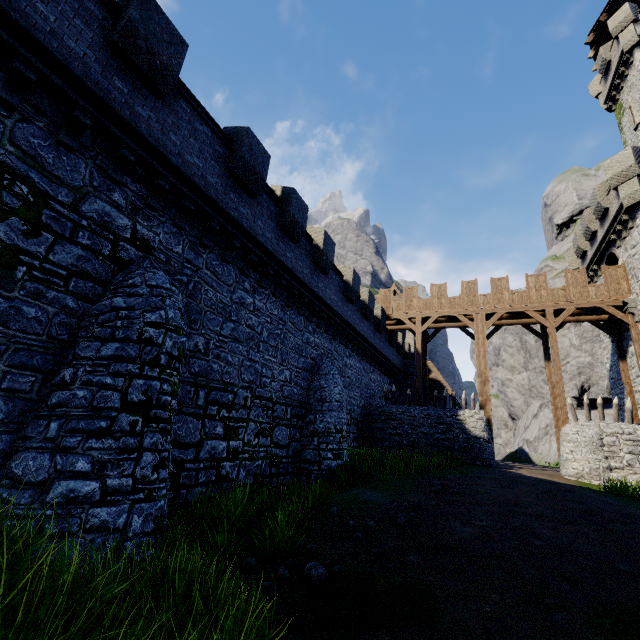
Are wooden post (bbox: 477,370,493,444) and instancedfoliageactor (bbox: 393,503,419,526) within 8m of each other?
no

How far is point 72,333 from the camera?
6.6 meters

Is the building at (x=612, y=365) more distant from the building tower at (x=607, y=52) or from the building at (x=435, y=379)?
the building at (x=435, y=379)

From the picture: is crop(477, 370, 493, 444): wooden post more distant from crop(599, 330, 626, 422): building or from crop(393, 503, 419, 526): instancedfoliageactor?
crop(393, 503, 419, 526): instancedfoliageactor

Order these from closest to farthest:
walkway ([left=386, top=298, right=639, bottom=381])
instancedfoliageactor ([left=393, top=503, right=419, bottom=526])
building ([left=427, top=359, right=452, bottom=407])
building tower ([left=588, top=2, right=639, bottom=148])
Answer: instancedfoliageactor ([left=393, top=503, right=419, bottom=526]), walkway ([left=386, top=298, right=639, bottom=381]), building tower ([left=588, top=2, right=639, bottom=148]), building ([left=427, top=359, right=452, bottom=407])

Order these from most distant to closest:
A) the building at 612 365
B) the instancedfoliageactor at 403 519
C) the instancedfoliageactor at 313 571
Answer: the building at 612 365 → the instancedfoliageactor at 403 519 → the instancedfoliageactor at 313 571

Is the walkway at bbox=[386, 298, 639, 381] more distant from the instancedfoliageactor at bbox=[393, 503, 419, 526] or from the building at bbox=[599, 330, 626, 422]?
the instancedfoliageactor at bbox=[393, 503, 419, 526]

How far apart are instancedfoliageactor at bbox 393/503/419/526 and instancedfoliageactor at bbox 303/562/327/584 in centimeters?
342cm
